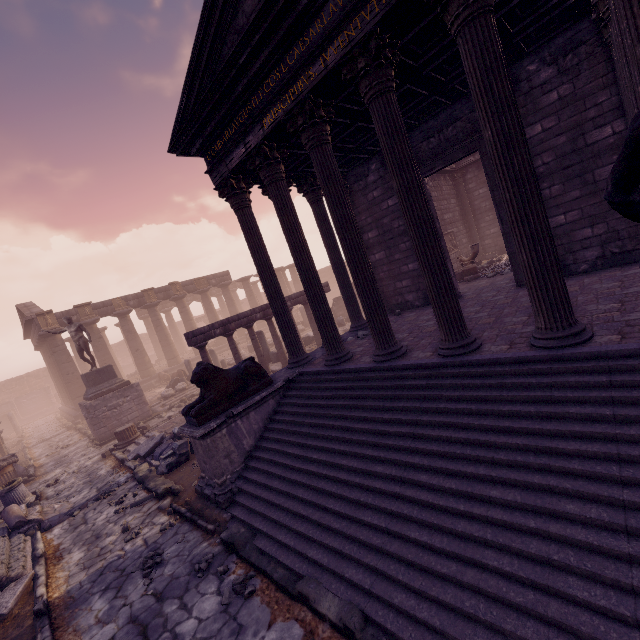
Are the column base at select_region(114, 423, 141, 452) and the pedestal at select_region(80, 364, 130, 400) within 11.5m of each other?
yes

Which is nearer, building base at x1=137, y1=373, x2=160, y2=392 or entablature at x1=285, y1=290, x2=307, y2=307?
entablature at x1=285, y1=290, x2=307, y2=307

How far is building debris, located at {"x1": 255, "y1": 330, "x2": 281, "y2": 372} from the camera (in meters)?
14.88

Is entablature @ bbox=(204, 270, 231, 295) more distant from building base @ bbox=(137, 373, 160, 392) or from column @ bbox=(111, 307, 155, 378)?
building base @ bbox=(137, 373, 160, 392)

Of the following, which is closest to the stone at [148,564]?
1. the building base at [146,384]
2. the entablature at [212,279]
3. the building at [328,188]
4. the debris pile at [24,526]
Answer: the building at [328,188]

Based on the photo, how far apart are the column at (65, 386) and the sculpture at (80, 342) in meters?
10.0

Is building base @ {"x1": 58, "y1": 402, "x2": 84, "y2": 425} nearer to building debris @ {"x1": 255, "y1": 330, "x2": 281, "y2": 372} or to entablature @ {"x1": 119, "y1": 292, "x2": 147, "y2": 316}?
entablature @ {"x1": 119, "y1": 292, "x2": 147, "y2": 316}

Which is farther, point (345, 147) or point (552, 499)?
point (345, 147)
